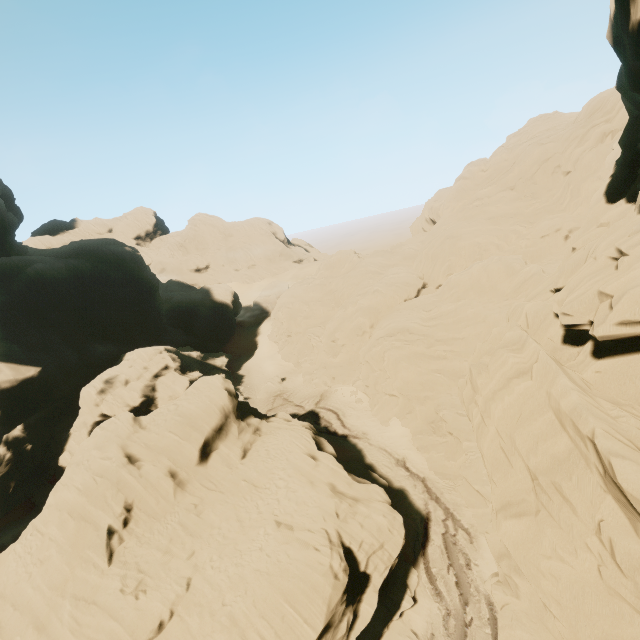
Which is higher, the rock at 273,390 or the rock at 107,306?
the rock at 107,306

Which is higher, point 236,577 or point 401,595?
point 236,577

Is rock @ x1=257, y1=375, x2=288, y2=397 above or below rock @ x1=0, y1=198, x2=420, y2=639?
below

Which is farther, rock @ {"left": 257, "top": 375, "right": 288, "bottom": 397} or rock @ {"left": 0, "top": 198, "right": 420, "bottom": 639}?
rock @ {"left": 257, "top": 375, "right": 288, "bottom": 397}

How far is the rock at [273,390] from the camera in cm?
4722

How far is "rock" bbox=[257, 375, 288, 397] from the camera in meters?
47.2 m

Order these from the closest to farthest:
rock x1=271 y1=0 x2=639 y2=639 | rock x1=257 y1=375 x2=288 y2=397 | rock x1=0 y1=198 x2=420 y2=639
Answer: rock x1=271 y1=0 x2=639 y2=639 < rock x1=0 y1=198 x2=420 y2=639 < rock x1=257 y1=375 x2=288 y2=397
